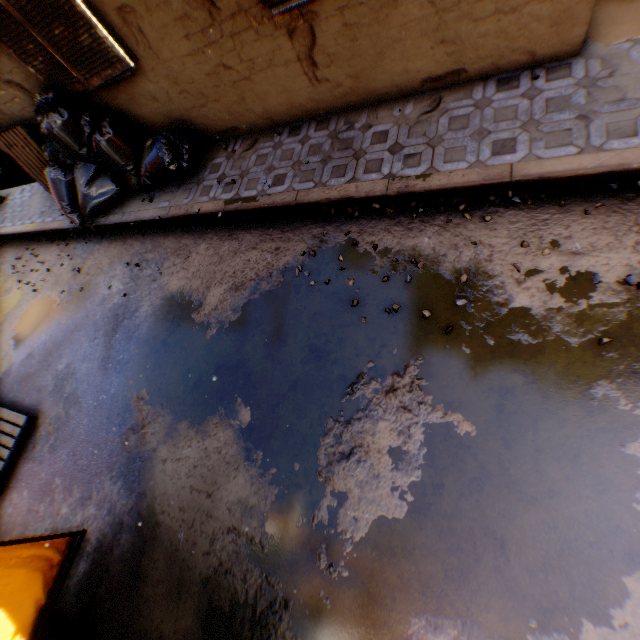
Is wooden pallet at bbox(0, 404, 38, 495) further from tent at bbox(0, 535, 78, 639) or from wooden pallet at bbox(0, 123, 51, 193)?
wooden pallet at bbox(0, 123, 51, 193)

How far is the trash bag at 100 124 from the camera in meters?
4.7 m

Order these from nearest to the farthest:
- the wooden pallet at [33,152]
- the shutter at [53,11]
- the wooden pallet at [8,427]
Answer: the shutter at [53,11] < the wooden pallet at [8,427] < the wooden pallet at [33,152]

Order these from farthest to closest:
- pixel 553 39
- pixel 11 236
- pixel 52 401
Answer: pixel 11 236 → pixel 52 401 → pixel 553 39

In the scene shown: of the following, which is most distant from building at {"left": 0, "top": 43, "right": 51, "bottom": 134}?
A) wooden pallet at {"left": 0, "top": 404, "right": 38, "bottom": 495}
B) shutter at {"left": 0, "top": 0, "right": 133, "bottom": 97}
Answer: wooden pallet at {"left": 0, "top": 404, "right": 38, "bottom": 495}

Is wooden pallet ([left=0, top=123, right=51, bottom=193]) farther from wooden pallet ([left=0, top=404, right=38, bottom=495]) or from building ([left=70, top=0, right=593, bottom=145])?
wooden pallet ([left=0, top=404, right=38, bottom=495])

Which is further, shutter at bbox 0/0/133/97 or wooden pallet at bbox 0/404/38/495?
wooden pallet at bbox 0/404/38/495

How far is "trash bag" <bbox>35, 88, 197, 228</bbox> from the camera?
4.68m
